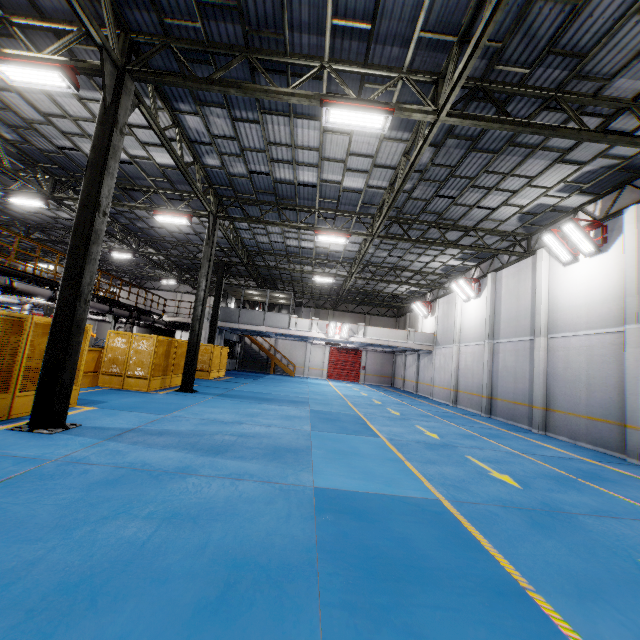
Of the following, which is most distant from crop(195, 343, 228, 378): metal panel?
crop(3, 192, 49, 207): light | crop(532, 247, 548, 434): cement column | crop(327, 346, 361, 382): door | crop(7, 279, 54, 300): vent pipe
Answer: crop(532, 247, 548, 434): cement column

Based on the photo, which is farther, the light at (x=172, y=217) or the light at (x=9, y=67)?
the light at (x=172, y=217)

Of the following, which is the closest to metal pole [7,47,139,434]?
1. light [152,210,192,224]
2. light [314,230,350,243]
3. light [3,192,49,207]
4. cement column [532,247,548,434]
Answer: light [152,210,192,224]

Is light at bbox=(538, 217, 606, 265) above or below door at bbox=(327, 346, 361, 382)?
above

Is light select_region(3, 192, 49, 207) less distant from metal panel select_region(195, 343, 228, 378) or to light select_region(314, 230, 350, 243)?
metal panel select_region(195, 343, 228, 378)

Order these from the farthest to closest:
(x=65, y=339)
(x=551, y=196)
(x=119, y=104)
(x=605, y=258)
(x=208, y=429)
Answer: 1. (x=551, y=196)
2. (x=605, y=258)
3. (x=208, y=429)
4. (x=119, y=104)
5. (x=65, y=339)

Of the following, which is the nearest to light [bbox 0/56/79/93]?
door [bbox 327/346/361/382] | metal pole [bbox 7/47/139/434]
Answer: metal pole [bbox 7/47/139/434]

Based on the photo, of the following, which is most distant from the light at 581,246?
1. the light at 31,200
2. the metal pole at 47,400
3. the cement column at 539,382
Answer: the light at 31,200
